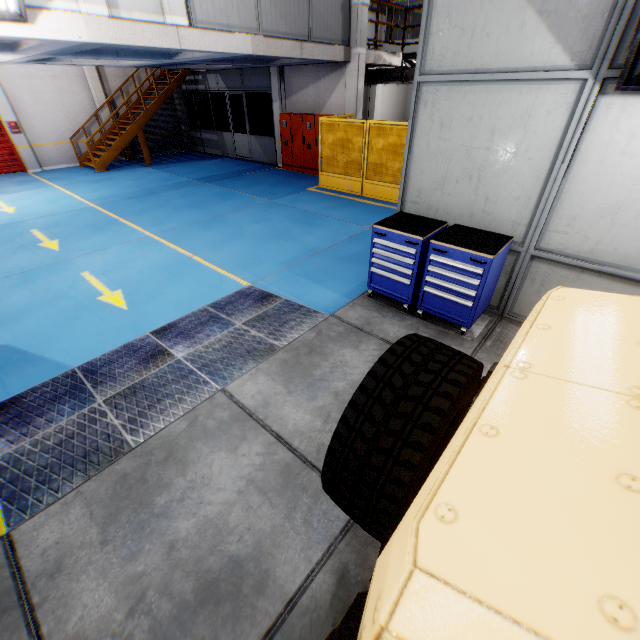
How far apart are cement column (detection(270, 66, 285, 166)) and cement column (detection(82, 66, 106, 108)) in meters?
8.7 m

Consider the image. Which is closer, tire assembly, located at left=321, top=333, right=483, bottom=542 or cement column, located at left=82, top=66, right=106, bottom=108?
tire assembly, located at left=321, top=333, right=483, bottom=542

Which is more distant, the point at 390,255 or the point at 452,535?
the point at 390,255

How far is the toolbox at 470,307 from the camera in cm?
402

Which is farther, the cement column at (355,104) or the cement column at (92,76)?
the cement column at (92,76)

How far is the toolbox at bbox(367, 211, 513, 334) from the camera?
4.02m

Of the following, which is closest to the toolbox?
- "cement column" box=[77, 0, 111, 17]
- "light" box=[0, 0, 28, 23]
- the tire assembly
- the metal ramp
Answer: the metal ramp

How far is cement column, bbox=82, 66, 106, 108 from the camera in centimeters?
1487cm
